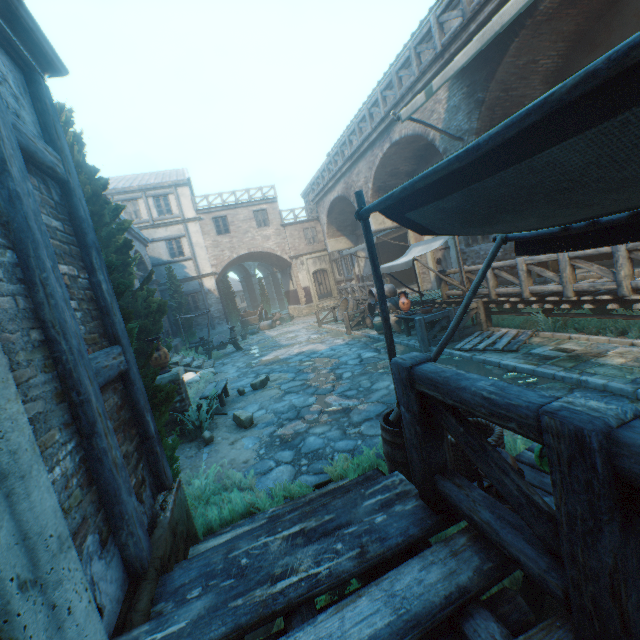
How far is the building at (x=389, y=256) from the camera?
19.0m

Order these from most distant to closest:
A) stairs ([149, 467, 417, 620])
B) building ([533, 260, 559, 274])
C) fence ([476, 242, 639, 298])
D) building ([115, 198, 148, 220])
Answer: building ([115, 198, 148, 220]) → building ([533, 260, 559, 274]) → fence ([476, 242, 639, 298]) → stairs ([149, 467, 417, 620])

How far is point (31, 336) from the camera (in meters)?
1.74

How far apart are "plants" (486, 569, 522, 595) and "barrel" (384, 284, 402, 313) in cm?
759

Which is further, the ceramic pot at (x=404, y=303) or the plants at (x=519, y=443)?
the ceramic pot at (x=404, y=303)

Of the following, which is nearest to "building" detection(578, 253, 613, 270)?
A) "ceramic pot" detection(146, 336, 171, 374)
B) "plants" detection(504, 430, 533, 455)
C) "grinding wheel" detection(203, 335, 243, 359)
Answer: "plants" detection(504, 430, 533, 455)

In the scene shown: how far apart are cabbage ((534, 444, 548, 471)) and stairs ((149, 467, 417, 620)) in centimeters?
99cm

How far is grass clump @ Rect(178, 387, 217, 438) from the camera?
6.43m
